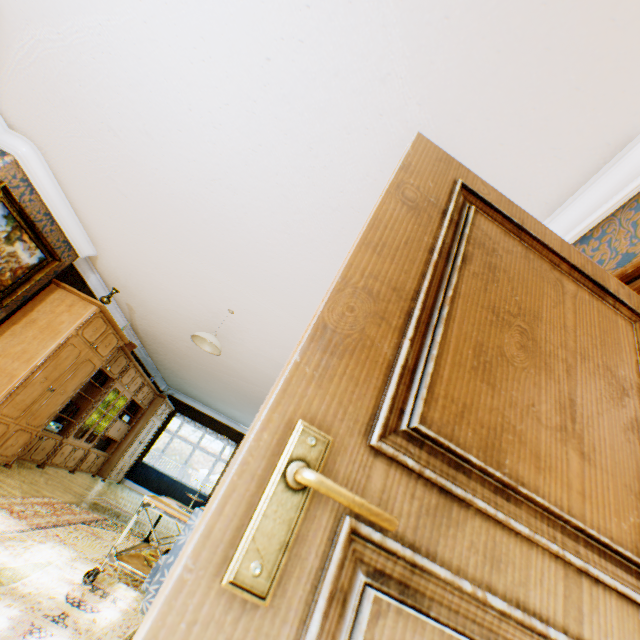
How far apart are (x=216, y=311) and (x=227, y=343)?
1.07m

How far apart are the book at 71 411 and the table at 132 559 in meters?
3.5

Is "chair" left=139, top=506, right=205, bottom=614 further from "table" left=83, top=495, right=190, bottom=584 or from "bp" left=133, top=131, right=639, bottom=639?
"bp" left=133, top=131, right=639, bottom=639

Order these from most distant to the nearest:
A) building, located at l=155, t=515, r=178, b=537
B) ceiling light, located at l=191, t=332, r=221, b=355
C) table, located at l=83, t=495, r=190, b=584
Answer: building, located at l=155, t=515, r=178, b=537
ceiling light, located at l=191, t=332, r=221, b=355
table, located at l=83, t=495, r=190, b=584

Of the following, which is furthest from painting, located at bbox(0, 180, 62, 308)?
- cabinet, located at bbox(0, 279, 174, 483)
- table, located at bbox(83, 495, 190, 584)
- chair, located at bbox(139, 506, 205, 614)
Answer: chair, located at bbox(139, 506, 205, 614)

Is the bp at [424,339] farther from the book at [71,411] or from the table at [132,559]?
the book at [71,411]

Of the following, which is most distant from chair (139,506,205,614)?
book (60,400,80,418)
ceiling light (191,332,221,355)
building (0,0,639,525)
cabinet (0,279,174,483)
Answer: book (60,400,80,418)

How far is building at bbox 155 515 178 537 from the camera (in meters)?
6.11
